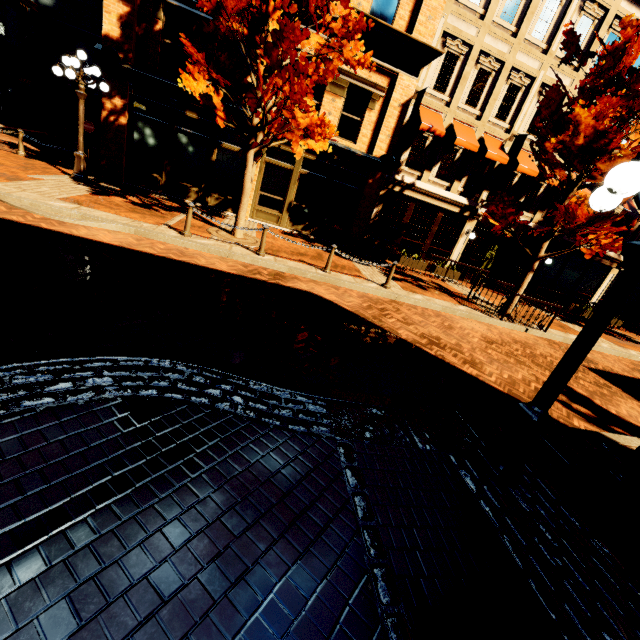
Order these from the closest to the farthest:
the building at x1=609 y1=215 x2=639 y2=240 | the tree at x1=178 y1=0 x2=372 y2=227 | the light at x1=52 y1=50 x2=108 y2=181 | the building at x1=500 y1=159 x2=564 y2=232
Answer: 1. the tree at x1=178 y1=0 x2=372 y2=227
2. the light at x1=52 y1=50 x2=108 y2=181
3. the building at x1=500 y1=159 x2=564 y2=232
4. the building at x1=609 y1=215 x2=639 y2=240

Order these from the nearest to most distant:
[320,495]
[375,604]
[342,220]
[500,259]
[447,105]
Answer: [375,604] → [320,495] → [447,105] → [342,220] → [500,259]

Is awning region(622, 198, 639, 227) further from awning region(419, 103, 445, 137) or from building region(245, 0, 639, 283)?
awning region(419, 103, 445, 137)

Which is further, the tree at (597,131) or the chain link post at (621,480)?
the tree at (597,131)

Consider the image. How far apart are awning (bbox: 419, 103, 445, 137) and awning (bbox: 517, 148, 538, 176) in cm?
387

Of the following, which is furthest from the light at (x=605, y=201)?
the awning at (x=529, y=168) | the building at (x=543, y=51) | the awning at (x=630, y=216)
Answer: the awning at (x=630, y=216)

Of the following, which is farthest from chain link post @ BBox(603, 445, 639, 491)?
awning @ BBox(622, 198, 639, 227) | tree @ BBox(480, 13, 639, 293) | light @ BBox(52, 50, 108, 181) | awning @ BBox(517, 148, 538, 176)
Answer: awning @ BBox(622, 198, 639, 227)

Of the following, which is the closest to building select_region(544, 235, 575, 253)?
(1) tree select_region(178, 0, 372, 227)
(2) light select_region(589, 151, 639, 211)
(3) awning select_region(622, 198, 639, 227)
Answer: (3) awning select_region(622, 198, 639, 227)
